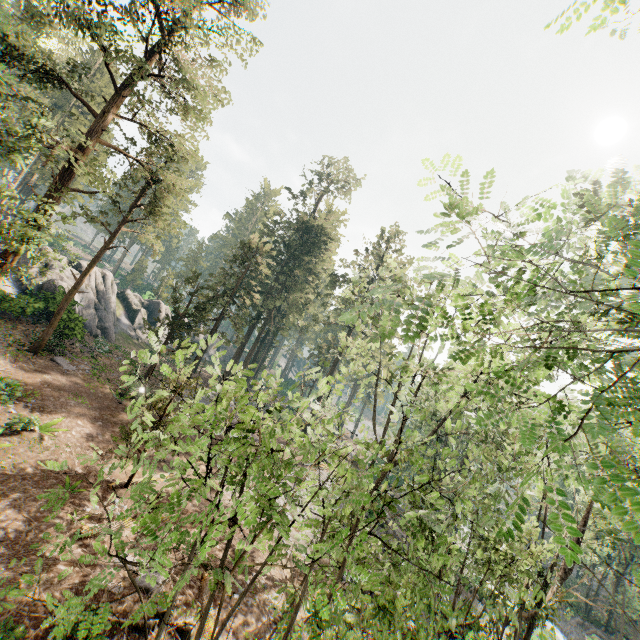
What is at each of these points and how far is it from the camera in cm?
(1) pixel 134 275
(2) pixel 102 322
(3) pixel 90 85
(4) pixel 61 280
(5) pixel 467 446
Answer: (1) foliage, 5922
(2) rock, 3494
(3) foliage, 4500
(4) rock, 3091
(5) foliage, 3353

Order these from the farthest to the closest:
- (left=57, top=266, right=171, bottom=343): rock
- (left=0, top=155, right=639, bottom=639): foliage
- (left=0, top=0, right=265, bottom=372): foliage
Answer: (left=57, top=266, right=171, bottom=343): rock → (left=0, top=0, right=265, bottom=372): foliage → (left=0, top=155, right=639, bottom=639): foliage

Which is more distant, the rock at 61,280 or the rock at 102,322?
the rock at 102,322

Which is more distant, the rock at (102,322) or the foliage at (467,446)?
the rock at (102,322)

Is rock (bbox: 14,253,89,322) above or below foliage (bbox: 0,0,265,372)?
below

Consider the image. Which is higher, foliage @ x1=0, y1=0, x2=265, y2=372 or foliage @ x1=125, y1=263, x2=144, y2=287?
foliage @ x1=125, y1=263, x2=144, y2=287
